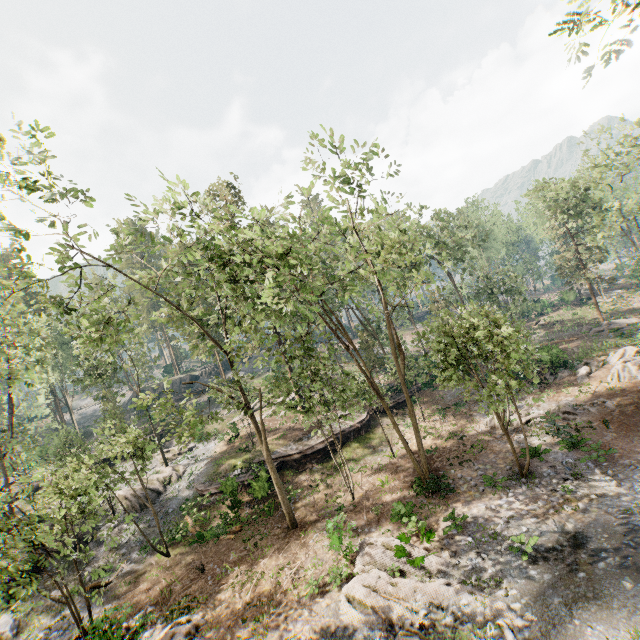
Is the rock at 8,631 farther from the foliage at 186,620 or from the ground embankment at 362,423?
the ground embankment at 362,423

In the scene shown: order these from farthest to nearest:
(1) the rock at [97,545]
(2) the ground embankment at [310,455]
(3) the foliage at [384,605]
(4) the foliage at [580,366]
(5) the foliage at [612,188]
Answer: (5) the foliage at [612,188] → (2) the ground embankment at [310,455] → (4) the foliage at [580,366] → (1) the rock at [97,545] → (3) the foliage at [384,605]

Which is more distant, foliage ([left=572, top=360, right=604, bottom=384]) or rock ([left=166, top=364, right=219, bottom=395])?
rock ([left=166, top=364, right=219, bottom=395])

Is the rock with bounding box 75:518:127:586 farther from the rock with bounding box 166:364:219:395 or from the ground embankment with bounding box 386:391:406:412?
the rock with bounding box 166:364:219:395

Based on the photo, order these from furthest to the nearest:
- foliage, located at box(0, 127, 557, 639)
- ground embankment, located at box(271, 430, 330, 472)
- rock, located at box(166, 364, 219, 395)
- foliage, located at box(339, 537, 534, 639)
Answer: rock, located at box(166, 364, 219, 395), ground embankment, located at box(271, 430, 330, 472), foliage, located at box(0, 127, 557, 639), foliage, located at box(339, 537, 534, 639)

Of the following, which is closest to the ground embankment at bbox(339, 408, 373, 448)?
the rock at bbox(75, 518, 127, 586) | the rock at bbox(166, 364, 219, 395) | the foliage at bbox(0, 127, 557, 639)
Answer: the foliage at bbox(0, 127, 557, 639)

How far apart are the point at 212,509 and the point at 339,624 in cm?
1540
